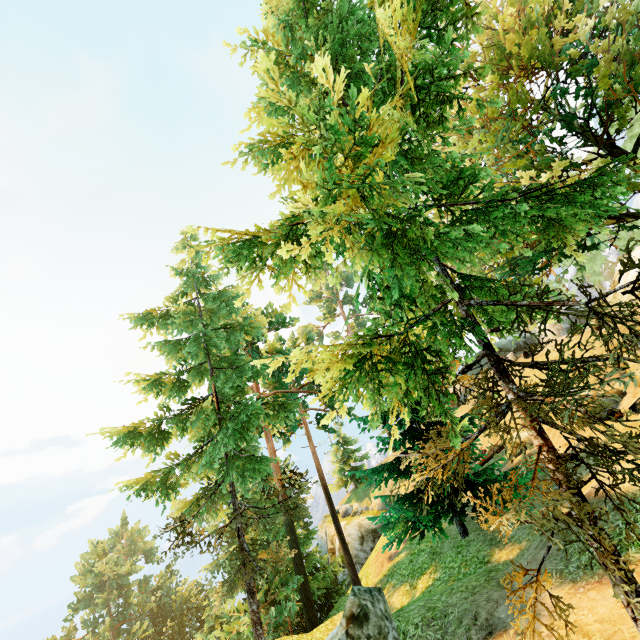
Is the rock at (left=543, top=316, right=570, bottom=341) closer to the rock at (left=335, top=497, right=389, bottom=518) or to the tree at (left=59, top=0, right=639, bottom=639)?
the tree at (left=59, top=0, right=639, bottom=639)

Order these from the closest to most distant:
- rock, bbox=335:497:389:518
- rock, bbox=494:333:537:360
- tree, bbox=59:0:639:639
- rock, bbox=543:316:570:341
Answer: tree, bbox=59:0:639:639, rock, bbox=543:316:570:341, rock, bbox=494:333:537:360, rock, bbox=335:497:389:518

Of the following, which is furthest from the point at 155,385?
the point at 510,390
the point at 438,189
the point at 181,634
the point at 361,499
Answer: the point at 181,634

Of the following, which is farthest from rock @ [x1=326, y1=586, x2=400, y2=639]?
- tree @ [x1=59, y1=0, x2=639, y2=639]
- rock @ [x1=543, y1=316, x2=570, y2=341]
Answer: rock @ [x1=543, y1=316, x2=570, y2=341]

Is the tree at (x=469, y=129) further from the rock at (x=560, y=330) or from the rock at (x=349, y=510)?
the rock at (x=349, y=510)

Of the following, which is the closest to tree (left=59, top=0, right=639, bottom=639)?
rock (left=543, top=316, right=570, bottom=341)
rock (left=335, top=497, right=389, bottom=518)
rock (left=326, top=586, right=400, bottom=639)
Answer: rock (left=326, top=586, right=400, bottom=639)
